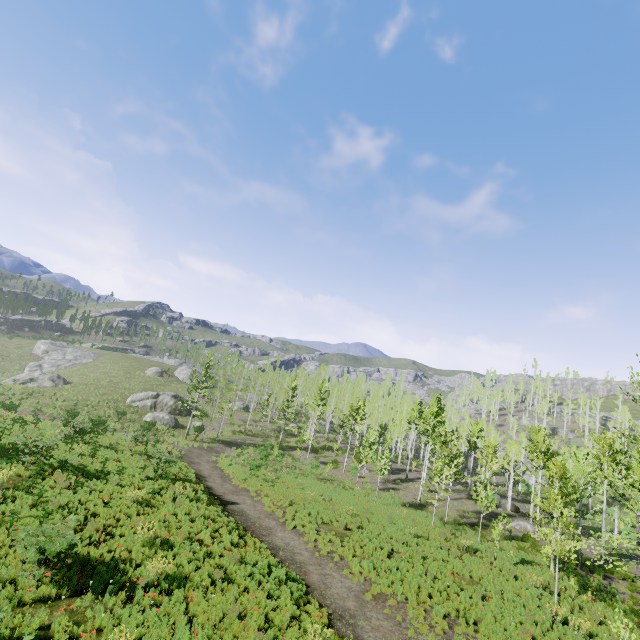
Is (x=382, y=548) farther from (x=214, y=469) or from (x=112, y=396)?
(x=112, y=396)

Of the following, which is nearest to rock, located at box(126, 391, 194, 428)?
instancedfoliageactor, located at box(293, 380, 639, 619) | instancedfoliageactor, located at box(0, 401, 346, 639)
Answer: instancedfoliageactor, located at box(0, 401, 346, 639)

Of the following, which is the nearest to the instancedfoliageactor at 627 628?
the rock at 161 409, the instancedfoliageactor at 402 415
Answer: the instancedfoliageactor at 402 415

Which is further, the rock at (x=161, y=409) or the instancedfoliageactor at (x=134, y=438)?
the rock at (x=161, y=409)

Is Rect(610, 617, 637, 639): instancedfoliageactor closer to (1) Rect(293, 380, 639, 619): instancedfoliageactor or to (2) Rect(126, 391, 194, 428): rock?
(1) Rect(293, 380, 639, 619): instancedfoliageactor

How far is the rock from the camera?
41.4m

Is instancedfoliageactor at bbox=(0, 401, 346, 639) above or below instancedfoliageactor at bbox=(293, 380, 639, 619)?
below
